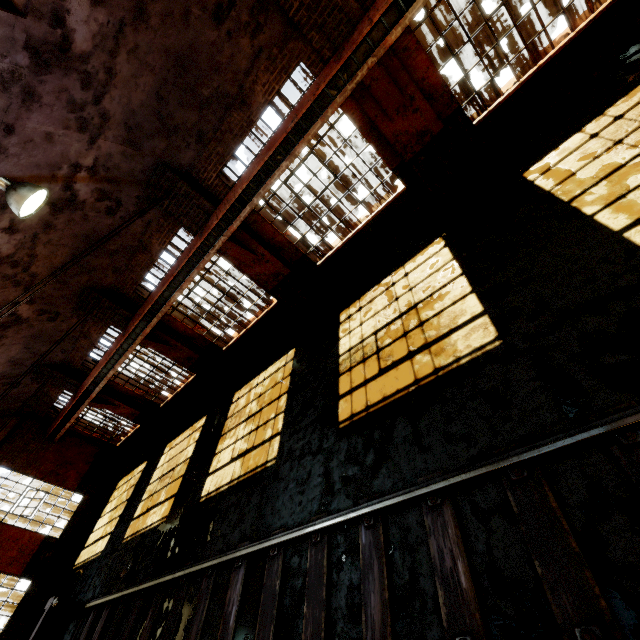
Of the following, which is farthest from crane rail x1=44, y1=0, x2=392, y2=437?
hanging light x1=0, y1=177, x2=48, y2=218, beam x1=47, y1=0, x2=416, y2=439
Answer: hanging light x1=0, y1=177, x2=48, y2=218

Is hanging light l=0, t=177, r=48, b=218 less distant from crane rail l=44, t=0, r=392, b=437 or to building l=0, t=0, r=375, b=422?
building l=0, t=0, r=375, b=422

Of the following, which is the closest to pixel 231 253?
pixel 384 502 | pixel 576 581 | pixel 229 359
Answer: pixel 229 359

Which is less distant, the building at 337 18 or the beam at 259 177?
the building at 337 18

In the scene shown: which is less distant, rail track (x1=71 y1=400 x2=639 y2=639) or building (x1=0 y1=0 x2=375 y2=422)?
rail track (x1=71 y1=400 x2=639 y2=639)

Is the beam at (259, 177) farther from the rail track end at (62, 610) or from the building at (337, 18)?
the rail track end at (62, 610)

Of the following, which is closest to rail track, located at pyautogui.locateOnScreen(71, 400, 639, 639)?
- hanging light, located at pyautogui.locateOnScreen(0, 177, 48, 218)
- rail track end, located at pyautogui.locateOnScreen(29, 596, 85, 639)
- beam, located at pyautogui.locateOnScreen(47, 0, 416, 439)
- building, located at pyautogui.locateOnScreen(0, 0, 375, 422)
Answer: rail track end, located at pyautogui.locateOnScreen(29, 596, 85, 639)

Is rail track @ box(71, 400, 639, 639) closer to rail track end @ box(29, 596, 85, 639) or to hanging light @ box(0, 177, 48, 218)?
rail track end @ box(29, 596, 85, 639)
